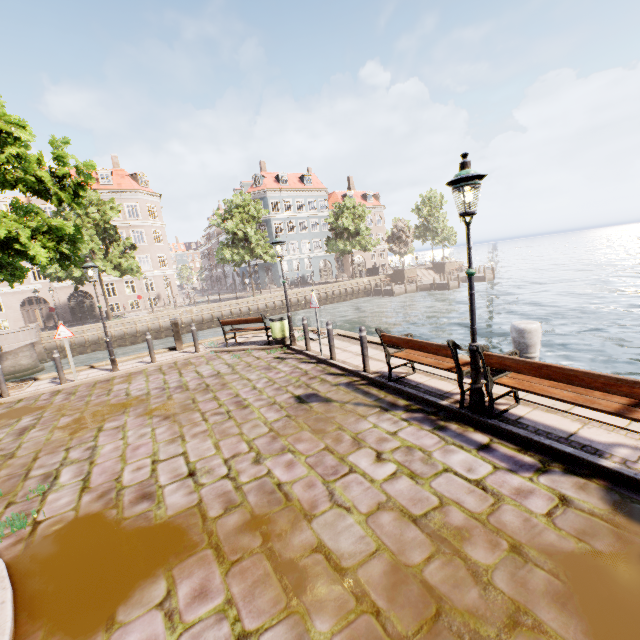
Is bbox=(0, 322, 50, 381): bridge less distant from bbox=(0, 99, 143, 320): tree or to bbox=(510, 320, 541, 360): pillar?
bbox=(0, 99, 143, 320): tree

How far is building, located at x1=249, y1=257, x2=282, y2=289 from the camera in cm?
4709

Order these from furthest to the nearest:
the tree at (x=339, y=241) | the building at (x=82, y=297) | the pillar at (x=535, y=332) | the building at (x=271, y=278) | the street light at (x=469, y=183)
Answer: the building at (x=271, y=278) < the tree at (x=339, y=241) < the building at (x=82, y=297) < the pillar at (x=535, y=332) < the street light at (x=469, y=183)

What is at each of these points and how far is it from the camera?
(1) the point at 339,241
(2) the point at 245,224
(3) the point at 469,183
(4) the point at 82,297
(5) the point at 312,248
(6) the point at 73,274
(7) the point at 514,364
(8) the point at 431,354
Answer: (1) tree, 39.2m
(2) tree, 33.3m
(3) street light, 4.4m
(4) building, 36.0m
(5) building, 49.4m
(6) tree, 25.6m
(7) bench, 4.3m
(8) bench, 6.4m

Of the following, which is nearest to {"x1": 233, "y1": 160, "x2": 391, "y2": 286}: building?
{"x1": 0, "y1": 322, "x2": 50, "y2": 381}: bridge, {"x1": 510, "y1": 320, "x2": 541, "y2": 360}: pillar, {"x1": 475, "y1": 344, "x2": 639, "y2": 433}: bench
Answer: {"x1": 0, "y1": 322, "x2": 50, "y2": 381}: bridge

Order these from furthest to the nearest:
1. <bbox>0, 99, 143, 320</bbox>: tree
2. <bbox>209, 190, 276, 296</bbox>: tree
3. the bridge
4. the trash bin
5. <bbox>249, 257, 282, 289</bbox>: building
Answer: <bbox>249, 257, 282, 289</bbox>: building < <bbox>209, 190, 276, 296</bbox>: tree < the bridge < the trash bin < <bbox>0, 99, 143, 320</bbox>: tree

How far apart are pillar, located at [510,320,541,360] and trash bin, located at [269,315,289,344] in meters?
7.1 m

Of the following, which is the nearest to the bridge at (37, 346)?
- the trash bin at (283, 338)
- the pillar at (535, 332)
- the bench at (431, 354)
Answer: the trash bin at (283, 338)
